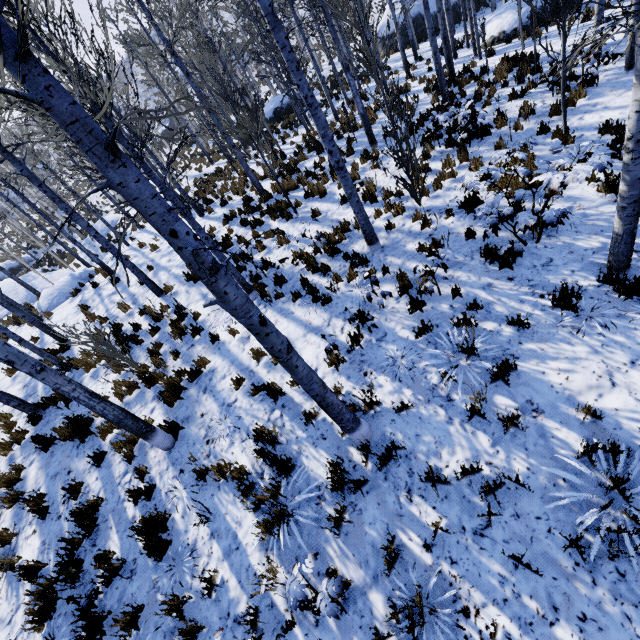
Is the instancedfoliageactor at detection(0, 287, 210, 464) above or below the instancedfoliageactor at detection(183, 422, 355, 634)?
above

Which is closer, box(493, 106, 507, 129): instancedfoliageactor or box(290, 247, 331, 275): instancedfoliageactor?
box(290, 247, 331, 275): instancedfoliageactor

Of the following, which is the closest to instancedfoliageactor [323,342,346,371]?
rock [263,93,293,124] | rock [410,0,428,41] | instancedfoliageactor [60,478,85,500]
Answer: instancedfoliageactor [60,478,85,500]

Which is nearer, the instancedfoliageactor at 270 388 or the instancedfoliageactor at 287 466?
the instancedfoliageactor at 287 466

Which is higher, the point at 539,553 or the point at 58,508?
the point at 58,508

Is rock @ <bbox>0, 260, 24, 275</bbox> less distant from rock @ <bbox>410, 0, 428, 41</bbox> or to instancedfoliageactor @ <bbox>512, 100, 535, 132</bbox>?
instancedfoliageactor @ <bbox>512, 100, 535, 132</bbox>

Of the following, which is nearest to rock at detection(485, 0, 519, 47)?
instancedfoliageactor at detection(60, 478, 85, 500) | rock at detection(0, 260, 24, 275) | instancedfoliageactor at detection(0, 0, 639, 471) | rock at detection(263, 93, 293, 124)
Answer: instancedfoliageactor at detection(0, 0, 639, 471)
